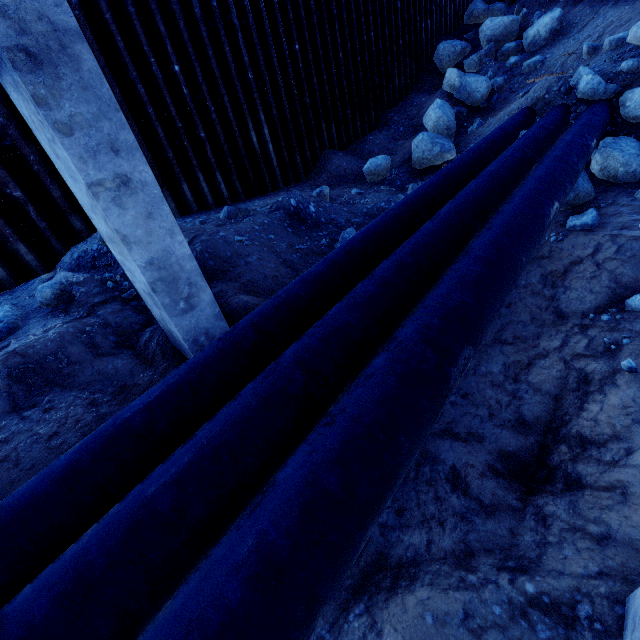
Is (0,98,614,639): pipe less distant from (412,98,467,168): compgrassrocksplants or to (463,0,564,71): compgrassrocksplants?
(412,98,467,168): compgrassrocksplants

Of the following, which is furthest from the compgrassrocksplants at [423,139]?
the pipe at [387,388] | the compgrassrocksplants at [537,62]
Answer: the compgrassrocksplants at [537,62]

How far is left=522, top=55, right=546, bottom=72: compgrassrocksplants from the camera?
11.5m

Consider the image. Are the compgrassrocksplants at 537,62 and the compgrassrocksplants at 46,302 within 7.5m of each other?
no

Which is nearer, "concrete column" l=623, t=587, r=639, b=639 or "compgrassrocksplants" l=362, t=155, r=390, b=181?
"concrete column" l=623, t=587, r=639, b=639

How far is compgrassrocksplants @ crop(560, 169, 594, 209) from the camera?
6.10m

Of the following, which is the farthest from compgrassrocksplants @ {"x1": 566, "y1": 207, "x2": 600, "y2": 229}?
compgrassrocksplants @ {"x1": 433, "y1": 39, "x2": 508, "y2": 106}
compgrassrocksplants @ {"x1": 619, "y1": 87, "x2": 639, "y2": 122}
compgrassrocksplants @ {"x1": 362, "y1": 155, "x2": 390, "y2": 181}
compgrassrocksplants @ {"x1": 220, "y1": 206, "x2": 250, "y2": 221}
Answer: compgrassrocksplants @ {"x1": 433, "y1": 39, "x2": 508, "y2": 106}

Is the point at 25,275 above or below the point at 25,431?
above
